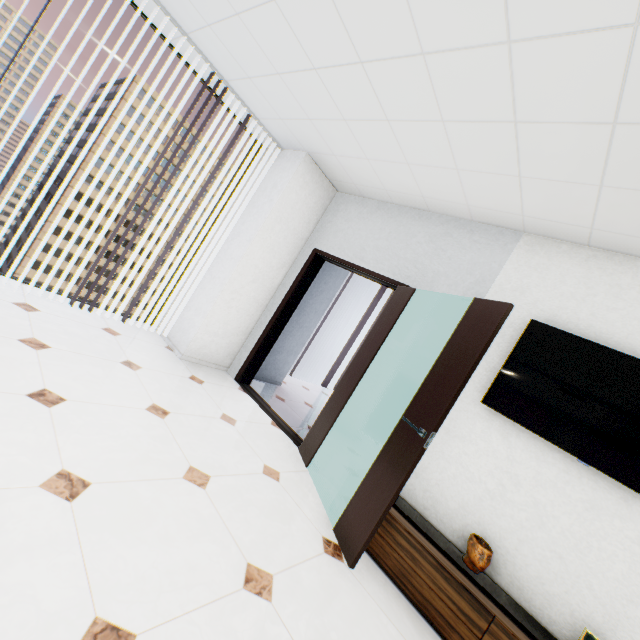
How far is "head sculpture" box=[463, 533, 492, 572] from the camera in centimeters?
221cm

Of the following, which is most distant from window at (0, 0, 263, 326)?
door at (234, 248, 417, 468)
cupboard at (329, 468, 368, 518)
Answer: cupboard at (329, 468, 368, 518)

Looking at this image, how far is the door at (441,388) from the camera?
2.14m

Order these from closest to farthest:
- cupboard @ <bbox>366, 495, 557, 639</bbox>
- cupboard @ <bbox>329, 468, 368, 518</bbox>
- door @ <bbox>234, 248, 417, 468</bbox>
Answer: cupboard @ <bbox>366, 495, 557, 639</bbox>, cupboard @ <bbox>329, 468, 368, 518</bbox>, door @ <bbox>234, 248, 417, 468</bbox>

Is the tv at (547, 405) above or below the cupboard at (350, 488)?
above

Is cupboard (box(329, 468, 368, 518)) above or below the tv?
below

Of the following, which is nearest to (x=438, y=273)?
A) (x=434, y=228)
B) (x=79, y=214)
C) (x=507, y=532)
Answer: (x=434, y=228)

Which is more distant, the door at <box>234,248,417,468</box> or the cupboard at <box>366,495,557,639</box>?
the door at <box>234,248,417,468</box>
